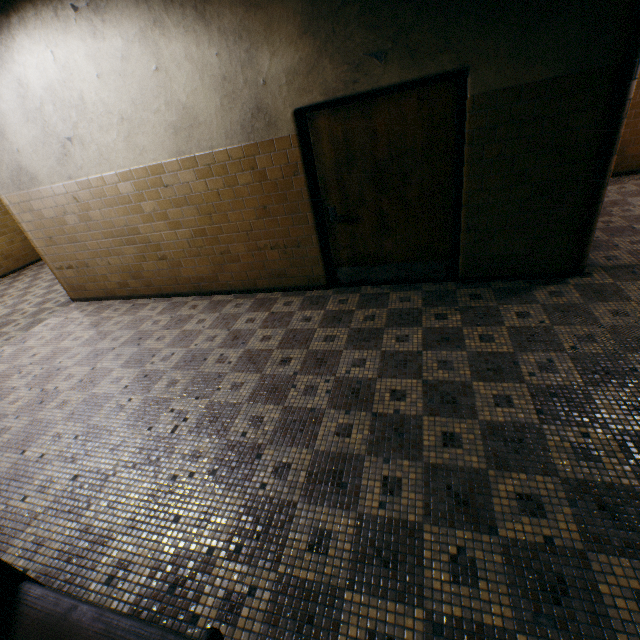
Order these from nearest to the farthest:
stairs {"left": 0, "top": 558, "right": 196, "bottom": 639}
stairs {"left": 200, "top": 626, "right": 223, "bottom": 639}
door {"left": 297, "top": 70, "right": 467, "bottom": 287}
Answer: stairs {"left": 200, "top": 626, "right": 223, "bottom": 639} < stairs {"left": 0, "top": 558, "right": 196, "bottom": 639} < door {"left": 297, "top": 70, "right": 467, "bottom": 287}

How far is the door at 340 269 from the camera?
3.24m

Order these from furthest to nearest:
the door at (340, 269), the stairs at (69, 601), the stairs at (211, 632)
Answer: the door at (340, 269) < the stairs at (69, 601) < the stairs at (211, 632)

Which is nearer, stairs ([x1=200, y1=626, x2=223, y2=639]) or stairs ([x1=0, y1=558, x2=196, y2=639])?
stairs ([x1=200, y1=626, x2=223, y2=639])

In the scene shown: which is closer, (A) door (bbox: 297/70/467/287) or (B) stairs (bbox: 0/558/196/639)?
(B) stairs (bbox: 0/558/196/639)

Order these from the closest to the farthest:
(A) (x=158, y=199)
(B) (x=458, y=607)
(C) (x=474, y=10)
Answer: (B) (x=458, y=607) → (C) (x=474, y=10) → (A) (x=158, y=199)

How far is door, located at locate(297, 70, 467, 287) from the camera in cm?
324
